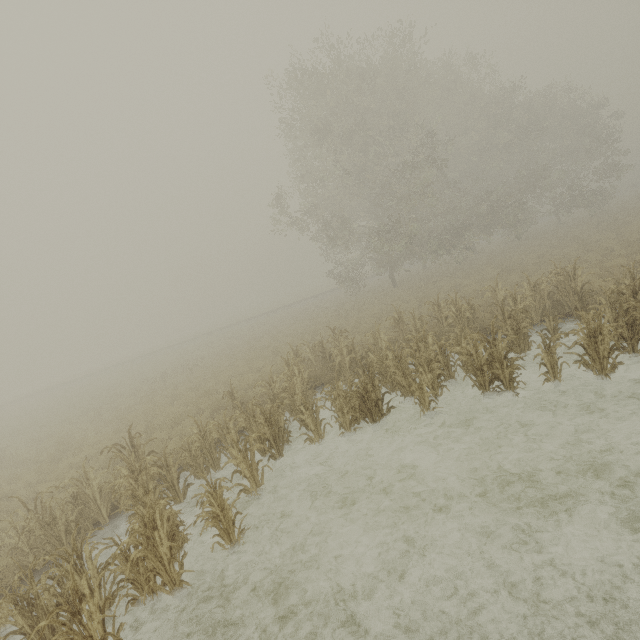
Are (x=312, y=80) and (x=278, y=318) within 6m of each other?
no
